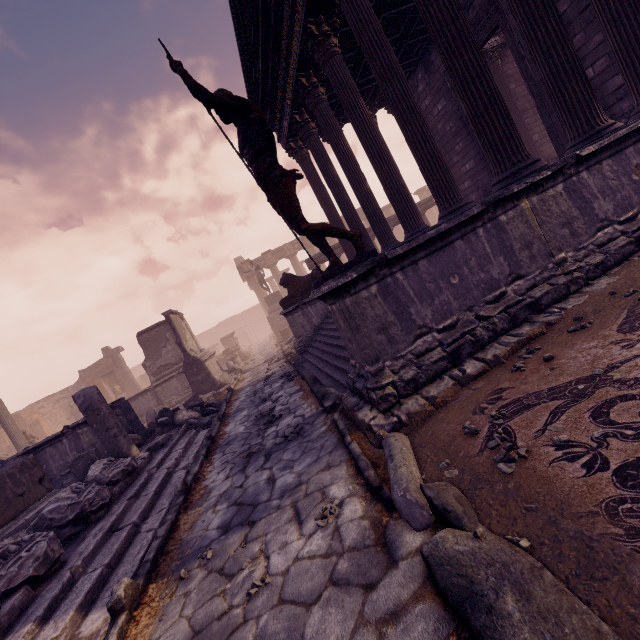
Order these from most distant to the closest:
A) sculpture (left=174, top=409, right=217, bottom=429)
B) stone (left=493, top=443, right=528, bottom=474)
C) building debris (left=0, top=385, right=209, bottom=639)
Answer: sculpture (left=174, top=409, right=217, bottom=429) → building debris (left=0, top=385, right=209, bottom=639) → stone (left=493, top=443, right=528, bottom=474)

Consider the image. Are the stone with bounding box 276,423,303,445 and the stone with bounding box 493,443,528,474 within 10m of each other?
yes

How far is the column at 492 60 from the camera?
11.8 meters

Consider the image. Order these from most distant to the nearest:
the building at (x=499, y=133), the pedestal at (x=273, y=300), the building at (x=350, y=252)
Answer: the pedestal at (x=273, y=300) < the building at (x=350, y=252) < the building at (x=499, y=133)

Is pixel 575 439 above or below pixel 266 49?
below

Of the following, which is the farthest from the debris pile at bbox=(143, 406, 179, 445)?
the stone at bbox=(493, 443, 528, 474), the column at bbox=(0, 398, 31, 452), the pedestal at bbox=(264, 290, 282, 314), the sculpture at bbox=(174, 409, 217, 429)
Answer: the pedestal at bbox=(264, 290, 282, 314)

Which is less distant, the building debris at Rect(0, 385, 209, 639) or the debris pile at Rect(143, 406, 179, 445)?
the building debris at Rect(0, 385, 209, 639)

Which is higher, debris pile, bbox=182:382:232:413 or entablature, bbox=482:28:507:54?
entablature, bbox=482:28:507:54
